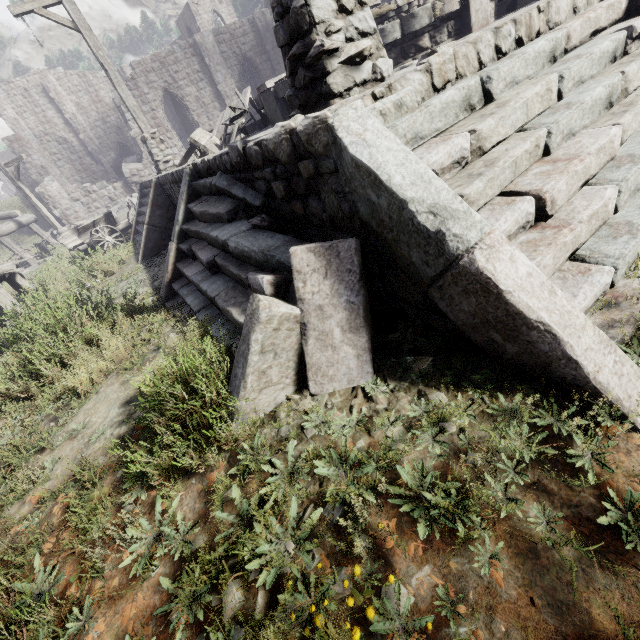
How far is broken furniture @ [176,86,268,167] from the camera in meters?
8.0 m

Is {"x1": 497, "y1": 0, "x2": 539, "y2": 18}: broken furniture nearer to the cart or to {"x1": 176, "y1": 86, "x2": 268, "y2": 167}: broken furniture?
{"x1": 176, "y1": 86, "x2": 268, "y2": 167}: broken furniture

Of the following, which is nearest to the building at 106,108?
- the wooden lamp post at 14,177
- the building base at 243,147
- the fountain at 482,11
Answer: the wooden lamp post at 14,177

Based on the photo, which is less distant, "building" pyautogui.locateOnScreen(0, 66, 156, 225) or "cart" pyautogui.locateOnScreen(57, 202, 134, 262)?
"cart" pyautogui.locateOnScreen(57, 202, 134, 262)

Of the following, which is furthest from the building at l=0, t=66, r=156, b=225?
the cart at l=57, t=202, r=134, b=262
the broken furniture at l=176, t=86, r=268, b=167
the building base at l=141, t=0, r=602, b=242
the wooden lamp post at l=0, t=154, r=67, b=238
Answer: the broken furniture at l=176, t=86, r=268, b=167

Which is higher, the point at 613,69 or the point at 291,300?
the point at 613,69

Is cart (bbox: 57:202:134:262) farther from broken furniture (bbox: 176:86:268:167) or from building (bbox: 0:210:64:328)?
broken furniture (bbox: 176:86:268:167)

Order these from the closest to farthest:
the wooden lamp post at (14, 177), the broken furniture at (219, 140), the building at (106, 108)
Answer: the broken furniture at (219, 140) → the wooden lamp post at (14, 177) → the building at (106, 108)
